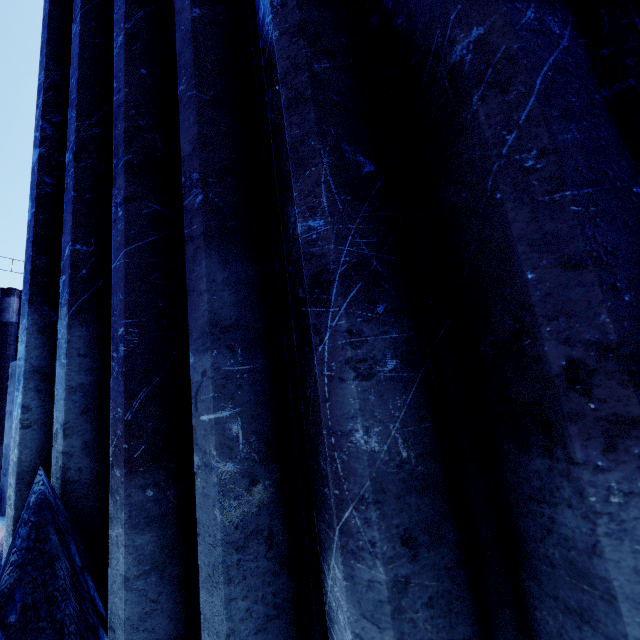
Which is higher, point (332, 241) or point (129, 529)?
point (332, 241)
